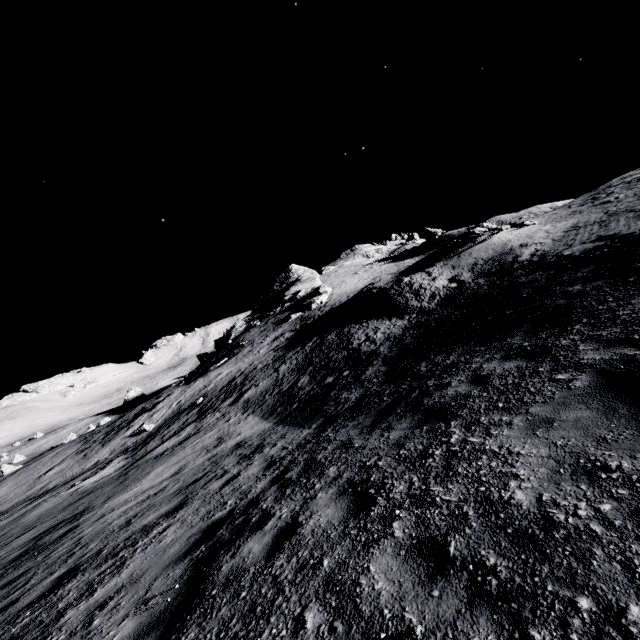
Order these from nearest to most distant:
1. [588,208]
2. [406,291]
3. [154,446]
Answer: [154,446], [588,208], [406,291]

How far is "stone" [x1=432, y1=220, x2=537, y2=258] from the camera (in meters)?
23.73

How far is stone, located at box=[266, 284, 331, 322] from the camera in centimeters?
4562cm

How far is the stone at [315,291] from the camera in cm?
4562

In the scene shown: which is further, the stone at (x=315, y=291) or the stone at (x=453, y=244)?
the stone at (x=315, y=291)

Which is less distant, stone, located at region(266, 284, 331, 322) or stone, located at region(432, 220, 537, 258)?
Answer: stone, located at region(432, 220, 537, 258)

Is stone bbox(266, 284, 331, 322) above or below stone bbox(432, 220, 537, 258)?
above
